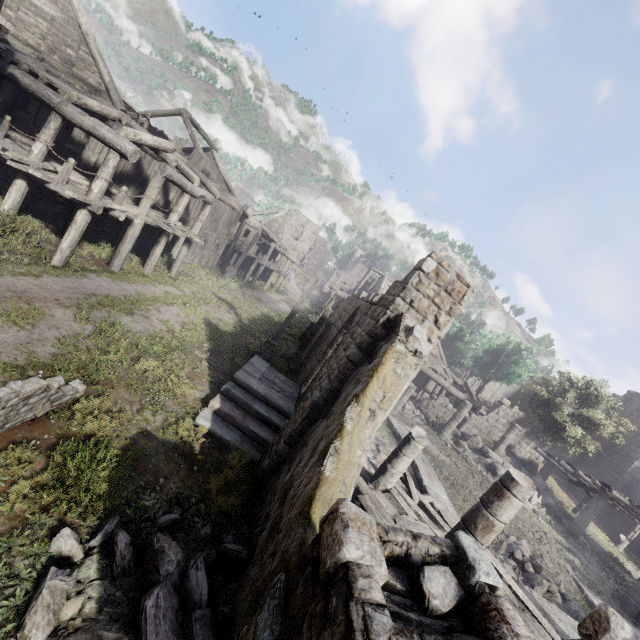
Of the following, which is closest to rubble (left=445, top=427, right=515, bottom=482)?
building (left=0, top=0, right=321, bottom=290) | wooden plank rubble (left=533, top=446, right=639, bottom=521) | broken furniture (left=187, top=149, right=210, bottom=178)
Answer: building (left=0, top=0, right=321, bottom=290)

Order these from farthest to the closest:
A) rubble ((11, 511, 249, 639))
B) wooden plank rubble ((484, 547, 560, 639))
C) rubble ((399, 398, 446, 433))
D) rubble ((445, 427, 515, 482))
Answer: rubble ((399, 398, 446, 433)), rubble ((445, 427, 515, 482)), wooden plank rubble ((484, 547, 560, 639)), rubble ((11, 511, 249, 639))

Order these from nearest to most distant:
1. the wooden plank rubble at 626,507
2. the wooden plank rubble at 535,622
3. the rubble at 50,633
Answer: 1. the rubble at 50,633
2. the wooden plank rubble at 535,622
3. the wooden plank rubble at 626,507

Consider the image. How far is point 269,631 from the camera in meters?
2.7

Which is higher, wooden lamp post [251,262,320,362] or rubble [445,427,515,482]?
rubble [445,427,515,482]

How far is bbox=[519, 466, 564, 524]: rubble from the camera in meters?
16.9 m

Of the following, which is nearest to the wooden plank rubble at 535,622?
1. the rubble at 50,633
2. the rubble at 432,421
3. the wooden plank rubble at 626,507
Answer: the rubble at 50,633
